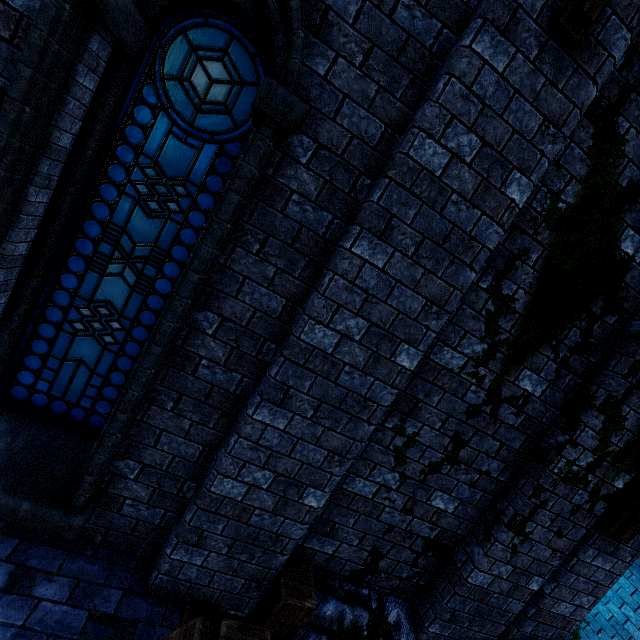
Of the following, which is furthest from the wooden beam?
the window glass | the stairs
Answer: the window glass

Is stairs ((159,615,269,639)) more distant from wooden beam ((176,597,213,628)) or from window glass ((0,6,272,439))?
window glass ((0,6,272,439))

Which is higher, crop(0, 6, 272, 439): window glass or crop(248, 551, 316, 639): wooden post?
crop(0, 6, 272, 439): window glass

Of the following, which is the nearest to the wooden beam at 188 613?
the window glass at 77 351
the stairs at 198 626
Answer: the stairs at 198 626

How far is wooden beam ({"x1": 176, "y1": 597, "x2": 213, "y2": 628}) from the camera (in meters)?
2.73

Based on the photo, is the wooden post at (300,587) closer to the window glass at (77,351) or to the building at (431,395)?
the building at (431,395)

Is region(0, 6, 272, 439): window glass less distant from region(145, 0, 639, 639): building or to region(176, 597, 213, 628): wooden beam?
region(145, 0, 639, 639): building

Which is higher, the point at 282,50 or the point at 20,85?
the point at 282,50
